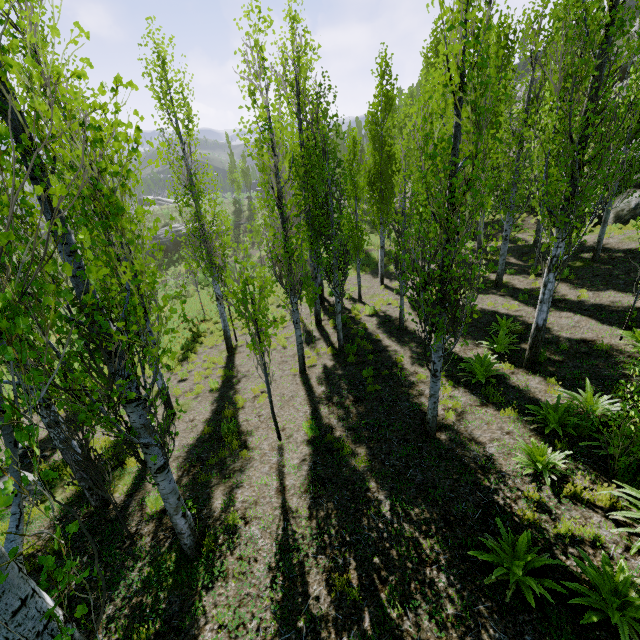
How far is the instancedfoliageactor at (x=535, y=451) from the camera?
5.2m

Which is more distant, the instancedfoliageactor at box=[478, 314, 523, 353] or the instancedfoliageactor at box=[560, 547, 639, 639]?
the instancedfoliageactor at box=[478, 314, 523, 353]

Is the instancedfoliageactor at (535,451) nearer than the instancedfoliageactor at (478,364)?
Yes

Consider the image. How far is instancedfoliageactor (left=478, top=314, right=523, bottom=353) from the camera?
9.4 meters

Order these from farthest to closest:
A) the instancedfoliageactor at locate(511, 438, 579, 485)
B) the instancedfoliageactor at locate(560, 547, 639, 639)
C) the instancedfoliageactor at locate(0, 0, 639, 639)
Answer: the instancedfoliageactor at locate(511, 438, 579, 485)
the instancedfoliageactor at locate(560, 547, 639, 639)
the instancedfoliageactor at locate(0, 0, 639, 639)

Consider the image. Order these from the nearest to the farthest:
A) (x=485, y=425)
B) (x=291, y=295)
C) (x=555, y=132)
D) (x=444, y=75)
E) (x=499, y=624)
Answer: (x=499, y=624), (x=485, y=425), (x=444, y=75), (x=291, y=295), (x=555, y=132)
